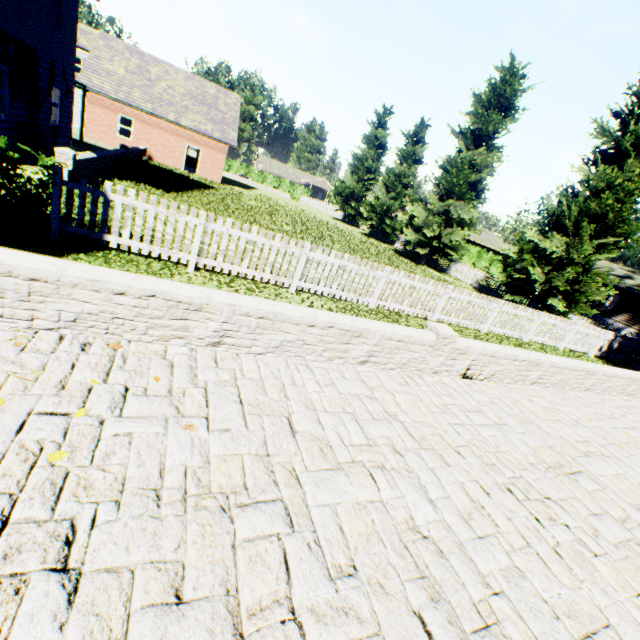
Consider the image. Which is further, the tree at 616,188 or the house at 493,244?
the house at 493,244

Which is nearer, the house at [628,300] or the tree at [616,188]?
the tree at [616,188]

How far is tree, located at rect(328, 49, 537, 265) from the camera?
20.4 meters

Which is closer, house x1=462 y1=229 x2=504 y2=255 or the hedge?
the hedge

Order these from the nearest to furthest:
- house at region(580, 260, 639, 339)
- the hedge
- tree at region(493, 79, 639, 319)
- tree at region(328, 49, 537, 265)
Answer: tree at region(493, 79, 639, 319)
tree at region(328, 49, 537, 265)
house at region(580, 260, 639, 339)
the hedge

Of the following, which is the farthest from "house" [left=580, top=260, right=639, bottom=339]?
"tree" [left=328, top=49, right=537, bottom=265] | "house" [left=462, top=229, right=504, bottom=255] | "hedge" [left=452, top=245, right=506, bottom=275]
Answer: "tree" [left=328, top=49, right=537, bottom=265]

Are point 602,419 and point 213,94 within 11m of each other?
no

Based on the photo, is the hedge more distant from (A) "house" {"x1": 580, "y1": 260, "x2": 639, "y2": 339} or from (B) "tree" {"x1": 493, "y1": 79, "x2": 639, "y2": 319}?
(B) "tree" {"x1": 493, "y1": 79, "x2": 639, "y2": 319}
